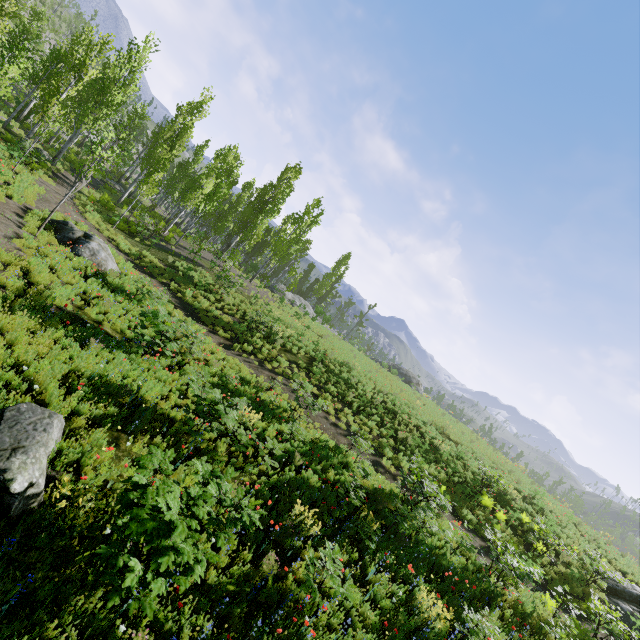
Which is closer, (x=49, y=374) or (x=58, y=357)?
(x=49, y=374)

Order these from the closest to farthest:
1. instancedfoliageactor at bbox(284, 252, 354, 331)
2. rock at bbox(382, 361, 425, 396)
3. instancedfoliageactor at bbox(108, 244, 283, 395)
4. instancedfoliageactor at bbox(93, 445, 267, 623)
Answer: instancedfoliageactor at bbox(93, 445, 267, 623) → instancedfoliageactor at bbox(108, 244, 283, 395) → instancedfoliageactor at bbox(284, 252, 354, 331) → rock at bbox(382, 361, 425, 396)

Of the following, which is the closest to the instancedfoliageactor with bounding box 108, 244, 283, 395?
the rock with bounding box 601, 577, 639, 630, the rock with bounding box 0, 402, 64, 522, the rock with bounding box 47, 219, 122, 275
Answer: the rock with bounding box 0, 402, 64, 522

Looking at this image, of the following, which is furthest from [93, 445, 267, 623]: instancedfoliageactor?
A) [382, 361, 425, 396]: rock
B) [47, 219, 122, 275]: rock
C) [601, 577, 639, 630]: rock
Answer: [601, 577, 639, 630]: rock

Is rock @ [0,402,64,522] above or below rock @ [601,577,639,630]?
below

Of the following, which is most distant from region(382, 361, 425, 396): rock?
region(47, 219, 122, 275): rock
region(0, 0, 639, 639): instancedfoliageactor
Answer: region(47, 219, 122, 275): rock

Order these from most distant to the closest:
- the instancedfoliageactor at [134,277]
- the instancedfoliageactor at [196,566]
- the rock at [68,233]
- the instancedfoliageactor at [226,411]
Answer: the rock at [68,233] < the instancedfoliageactor at [134,277] < the instancedfoliageactor at [226,411] < the instancedfoliageactor at [196,566]

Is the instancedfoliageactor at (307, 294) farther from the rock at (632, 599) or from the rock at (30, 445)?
the rock at (632, 599)
